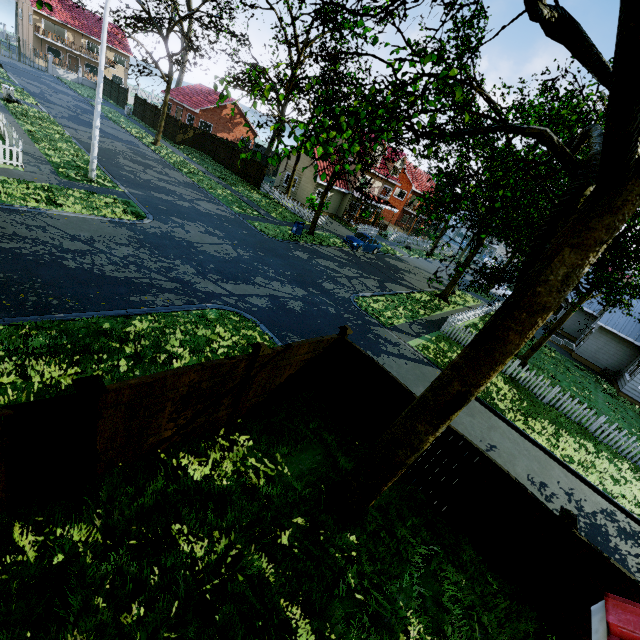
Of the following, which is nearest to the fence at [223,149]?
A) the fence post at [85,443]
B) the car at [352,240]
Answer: the fence post at [85,443]

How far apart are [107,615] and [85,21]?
79.4 meters

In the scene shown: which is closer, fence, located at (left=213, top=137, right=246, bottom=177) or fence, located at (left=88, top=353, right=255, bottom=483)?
fence, located at (left=88, top=353, right=255, bottom=483)

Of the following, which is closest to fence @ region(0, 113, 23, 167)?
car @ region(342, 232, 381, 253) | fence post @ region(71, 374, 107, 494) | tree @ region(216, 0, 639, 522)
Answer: fence post @ region(71, 374, 107, 494)

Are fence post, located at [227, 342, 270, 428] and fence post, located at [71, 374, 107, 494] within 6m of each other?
yes

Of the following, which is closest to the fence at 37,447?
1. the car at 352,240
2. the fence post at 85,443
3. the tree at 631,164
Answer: the fence post at 85,443

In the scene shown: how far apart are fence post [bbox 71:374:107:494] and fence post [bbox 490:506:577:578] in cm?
760

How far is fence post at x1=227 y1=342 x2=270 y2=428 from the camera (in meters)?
6.15
